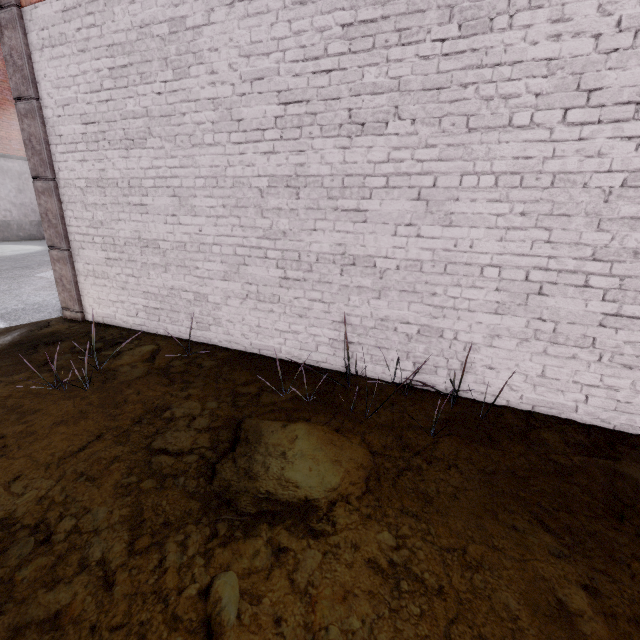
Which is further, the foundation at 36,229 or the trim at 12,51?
the foundation at 36,229

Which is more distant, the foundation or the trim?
the foundation

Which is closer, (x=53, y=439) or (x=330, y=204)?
(x=53, y=439)
